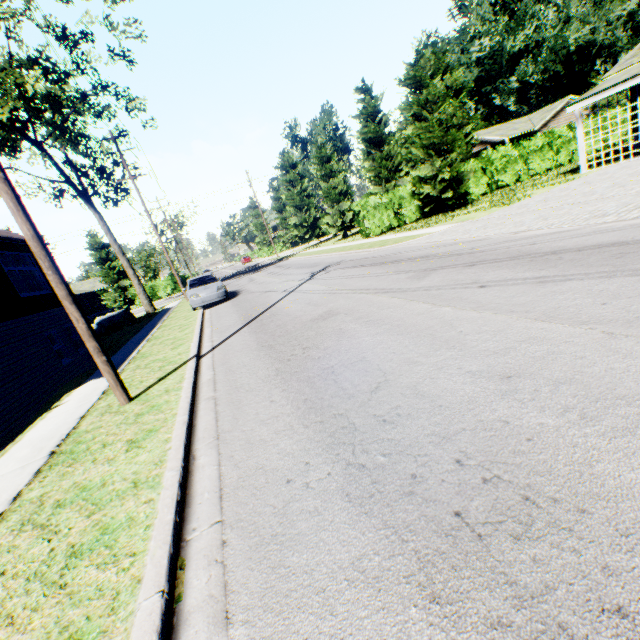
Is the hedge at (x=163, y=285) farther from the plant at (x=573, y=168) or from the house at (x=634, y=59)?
the plant at (x=573, y=168)

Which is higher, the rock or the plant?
the rock

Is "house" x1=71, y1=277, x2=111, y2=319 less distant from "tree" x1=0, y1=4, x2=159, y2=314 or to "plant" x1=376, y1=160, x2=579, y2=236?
"tree" x1=0, y1=4, x2=159, y2=314

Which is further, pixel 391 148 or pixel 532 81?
pixel 532 81

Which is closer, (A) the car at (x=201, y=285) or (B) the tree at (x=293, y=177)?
(A) the car at (x=201, y=285)

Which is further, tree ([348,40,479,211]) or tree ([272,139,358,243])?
tree ([272,139,358,243])

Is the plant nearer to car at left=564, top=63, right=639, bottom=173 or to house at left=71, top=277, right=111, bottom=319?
car at left=564, top=63, right=639, bottom=173

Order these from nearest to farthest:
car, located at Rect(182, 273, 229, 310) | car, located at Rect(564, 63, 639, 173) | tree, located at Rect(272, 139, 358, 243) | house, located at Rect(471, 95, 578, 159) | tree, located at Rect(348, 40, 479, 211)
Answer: car, located at Rect(564, 63, 639, 173)
car, located at Rect(182, 273, 229, 310)
tree, located at Rect(348, 40, 479, 211)
tree, located at Rect(272, 139, 358, 243)
house, located at Rect(471, 95, 578, 159)
